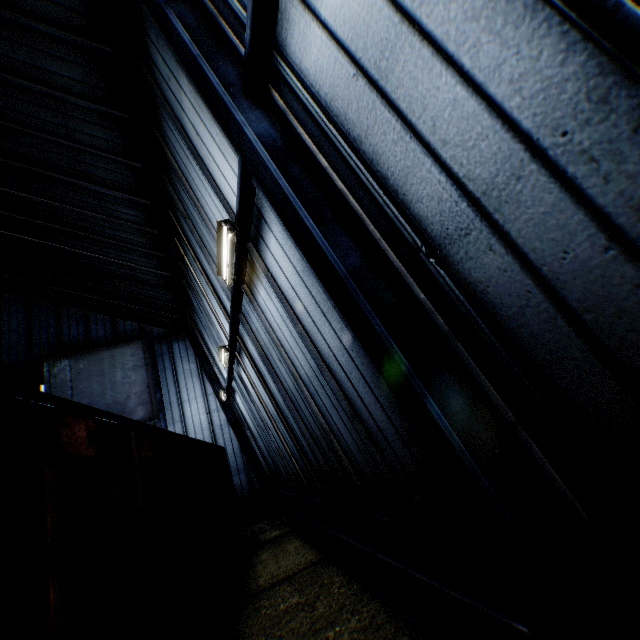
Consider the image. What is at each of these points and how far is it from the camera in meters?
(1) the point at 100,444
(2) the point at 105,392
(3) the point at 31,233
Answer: (1) train, 3.1
(2) hanging door, 15.9
(3) building, 12.9

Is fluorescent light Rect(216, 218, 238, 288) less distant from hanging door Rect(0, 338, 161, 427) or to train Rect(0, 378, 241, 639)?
train Rect(0, 378, 241, 639)

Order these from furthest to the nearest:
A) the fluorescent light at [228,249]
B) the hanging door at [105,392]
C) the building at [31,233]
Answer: the hanging door at [105,392] < the fluorescent light at [228,249] < the building at [31,233]

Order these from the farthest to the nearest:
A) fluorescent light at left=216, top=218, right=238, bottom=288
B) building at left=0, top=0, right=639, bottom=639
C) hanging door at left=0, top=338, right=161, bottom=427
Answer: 1. hanging door at left=0, top=338, right=161, bottom=427
2. fluorescent light at left=216, top=218, right=238, bottom=288
3. building at left=0, top=0, right=639, bottom=639

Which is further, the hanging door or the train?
the hanging door

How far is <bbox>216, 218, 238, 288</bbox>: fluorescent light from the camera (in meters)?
4.94

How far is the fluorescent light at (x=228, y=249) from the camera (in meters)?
4.94
